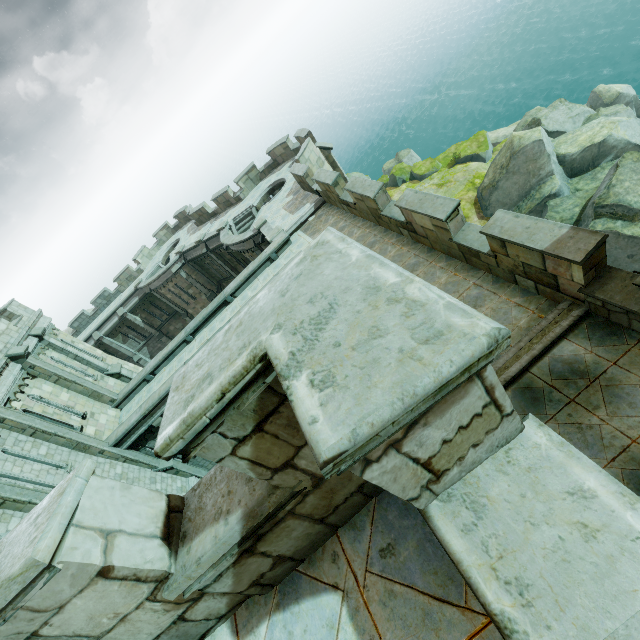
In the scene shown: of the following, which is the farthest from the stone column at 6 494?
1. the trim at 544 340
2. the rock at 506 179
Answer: the rock at 506 179

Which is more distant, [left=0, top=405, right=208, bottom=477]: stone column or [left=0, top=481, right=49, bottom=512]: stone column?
[left=0, top=405, right=208, bottom=477]: stone column

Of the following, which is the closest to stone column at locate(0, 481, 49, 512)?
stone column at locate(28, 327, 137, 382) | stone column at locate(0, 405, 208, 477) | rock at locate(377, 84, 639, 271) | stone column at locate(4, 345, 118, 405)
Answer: stone column at locate(0, 405, 208, 477)

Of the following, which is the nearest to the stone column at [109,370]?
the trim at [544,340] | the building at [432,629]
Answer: the building at [432,629]

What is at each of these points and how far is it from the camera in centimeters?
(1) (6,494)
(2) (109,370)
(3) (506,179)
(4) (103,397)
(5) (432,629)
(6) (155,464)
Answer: (1) stone column, 1089cm
(2) stone column, 1977cm
(3) rock, 2184cm
(4) stone column, 1777cm
(5) building, 178cm
(6) stone column, 1680cm

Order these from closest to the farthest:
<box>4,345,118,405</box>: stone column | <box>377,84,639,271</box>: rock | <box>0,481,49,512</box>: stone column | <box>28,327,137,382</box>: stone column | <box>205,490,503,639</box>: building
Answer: <box>205,490,503,639</box>: building
<box>0,481,49,512</box>: stone column
<box>4,345,118,405</box>: stone column
<box>377,84,639,271</box>: rock
<box>28,327,137,382</box>: stone column

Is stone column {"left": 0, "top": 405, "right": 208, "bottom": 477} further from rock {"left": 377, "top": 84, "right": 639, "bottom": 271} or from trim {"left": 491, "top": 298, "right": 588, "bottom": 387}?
rock {"left": 377, "top": 84, "right": 639, "bottom": 271}

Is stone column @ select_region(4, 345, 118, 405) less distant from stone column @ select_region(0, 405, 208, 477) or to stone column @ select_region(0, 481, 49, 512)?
A: stone column @ select_region(0, 405, 208, 477)
